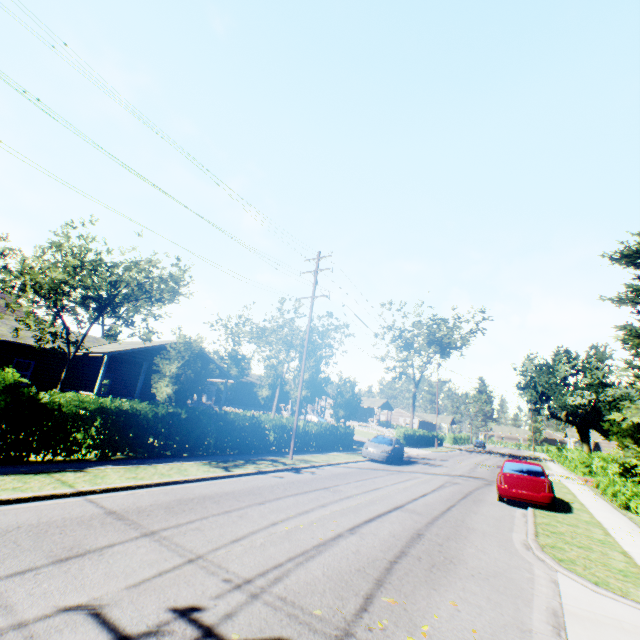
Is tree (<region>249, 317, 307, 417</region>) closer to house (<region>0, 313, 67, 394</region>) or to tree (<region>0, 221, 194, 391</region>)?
house (<region>0, 313, 67, 394</region>)

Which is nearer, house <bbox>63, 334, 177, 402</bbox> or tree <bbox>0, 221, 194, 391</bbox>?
tree <bbox>0, 221, 194, 391</bbox>

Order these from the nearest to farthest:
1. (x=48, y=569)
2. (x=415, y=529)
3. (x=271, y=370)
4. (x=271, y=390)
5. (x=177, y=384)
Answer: (x=48, y=569)
(x=415, y=529)
(x=177, y=384)
(x=271, y=390)
(x=271, y=370)

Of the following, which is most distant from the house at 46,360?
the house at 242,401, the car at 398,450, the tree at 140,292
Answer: the car at 398,450

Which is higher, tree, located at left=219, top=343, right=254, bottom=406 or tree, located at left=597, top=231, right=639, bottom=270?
tree, located at left=597, top=231, right=639, bottom=270

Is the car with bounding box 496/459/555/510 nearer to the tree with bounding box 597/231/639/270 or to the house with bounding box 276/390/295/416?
the tree with bounding box 597/231/639/270

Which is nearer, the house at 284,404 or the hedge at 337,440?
the hedge at 337,440

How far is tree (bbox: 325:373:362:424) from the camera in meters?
30.3
